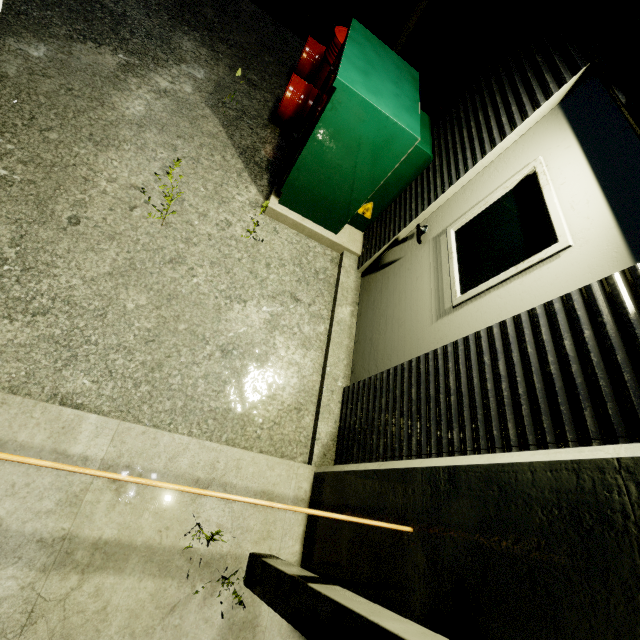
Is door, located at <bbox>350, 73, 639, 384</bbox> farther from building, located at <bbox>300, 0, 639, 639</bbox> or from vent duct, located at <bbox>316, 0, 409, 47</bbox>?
vent duct, located at <bbox>316, 0, 409, 47</bbox>

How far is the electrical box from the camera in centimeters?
273cm

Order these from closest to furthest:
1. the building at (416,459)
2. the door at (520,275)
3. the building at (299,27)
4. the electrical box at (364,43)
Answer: the building at (416,459), the door at (520,275), the electrical box at (364,43), the building at (299,27)

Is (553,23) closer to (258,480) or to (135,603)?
(258,480)

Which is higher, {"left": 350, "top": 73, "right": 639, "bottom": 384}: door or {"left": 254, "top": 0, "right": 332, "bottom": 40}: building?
{"left": 350, "top": 73, "right": 639, "bottom": 384}: door

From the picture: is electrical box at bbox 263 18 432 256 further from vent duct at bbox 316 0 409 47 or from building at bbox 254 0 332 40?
vent duct at bbox 316 0 409 47

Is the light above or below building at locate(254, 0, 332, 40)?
above

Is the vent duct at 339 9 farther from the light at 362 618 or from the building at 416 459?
the light at 362 618
